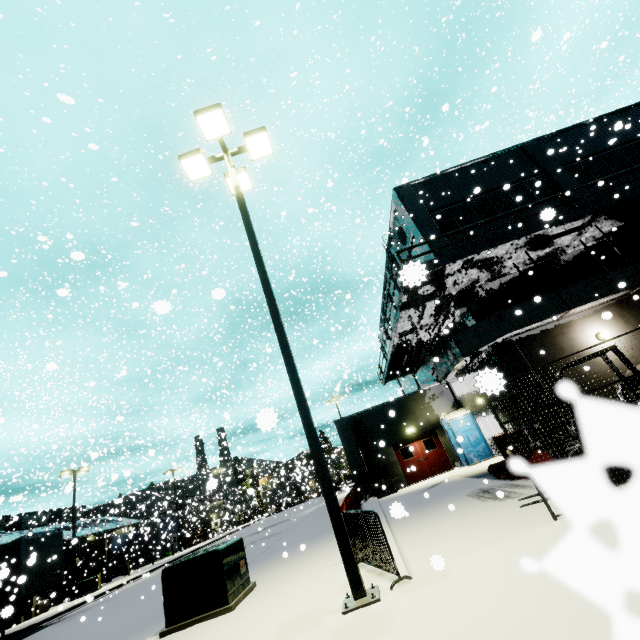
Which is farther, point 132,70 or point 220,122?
point 132,70

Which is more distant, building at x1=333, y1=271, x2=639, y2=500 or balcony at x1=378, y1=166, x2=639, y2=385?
building at x1=333, y1=271, x2=639, y2=500

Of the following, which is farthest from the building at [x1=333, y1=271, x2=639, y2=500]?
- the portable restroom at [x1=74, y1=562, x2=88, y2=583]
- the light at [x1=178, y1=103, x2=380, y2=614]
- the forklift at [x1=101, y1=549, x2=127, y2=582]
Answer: the forklift at [x1=101, y1=549, x2=127, y2=582]

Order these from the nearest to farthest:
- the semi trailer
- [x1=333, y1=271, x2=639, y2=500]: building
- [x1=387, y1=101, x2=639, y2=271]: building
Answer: the semi trailer < [x1=333, y1=271, x2=639, y2=500]: building < [x1=387, y1=101, x2=639, y2=271]: building

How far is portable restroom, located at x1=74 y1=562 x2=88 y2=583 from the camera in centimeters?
3647cm

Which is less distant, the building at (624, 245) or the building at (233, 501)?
the building at (624, 245)

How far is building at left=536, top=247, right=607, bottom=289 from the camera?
15.2m

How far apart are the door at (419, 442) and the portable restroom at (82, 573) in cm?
4145
